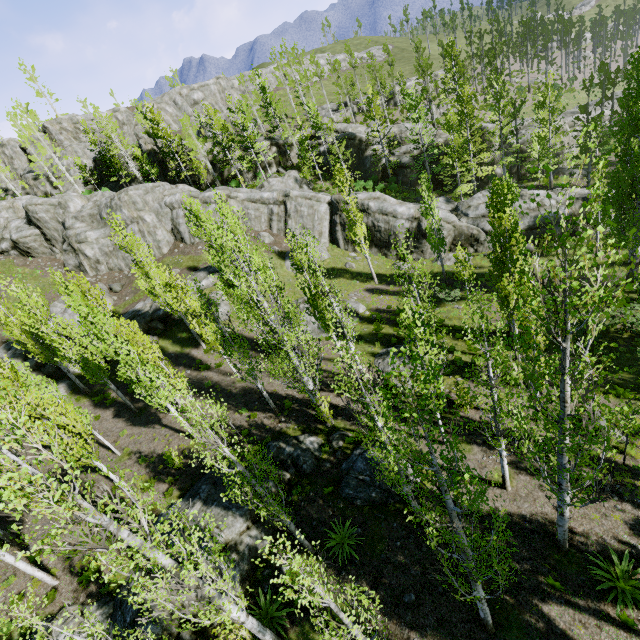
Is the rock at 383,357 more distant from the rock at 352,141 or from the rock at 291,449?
the rock at 352,141

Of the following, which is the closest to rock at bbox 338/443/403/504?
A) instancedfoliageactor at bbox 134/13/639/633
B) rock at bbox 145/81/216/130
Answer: instancedfoliageactor at bbox 134/13/639/633

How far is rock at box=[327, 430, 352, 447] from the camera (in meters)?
16.72

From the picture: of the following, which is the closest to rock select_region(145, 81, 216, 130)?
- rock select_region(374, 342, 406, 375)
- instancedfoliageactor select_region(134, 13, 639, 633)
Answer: instancedfoliageactor select_region(134, 13, 639, 633)

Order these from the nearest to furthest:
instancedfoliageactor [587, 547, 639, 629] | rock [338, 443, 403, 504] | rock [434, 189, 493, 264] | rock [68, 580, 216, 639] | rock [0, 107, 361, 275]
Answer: instancedfoliageactor [587, 547, 639, 629] → rock [68, 580, 216, 639] → rock [338, 443, 403, 504] → rock [434, 189, 493, 264] → rock [0, 107, 361, 275]

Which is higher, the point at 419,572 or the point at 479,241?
the point at 419,572

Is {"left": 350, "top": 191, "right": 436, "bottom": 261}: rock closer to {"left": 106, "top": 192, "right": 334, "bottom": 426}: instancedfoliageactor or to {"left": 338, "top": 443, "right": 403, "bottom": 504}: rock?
{"left": 106, "top": 192, "right": 334, "bottom": 426}: instancedfoliageactor
